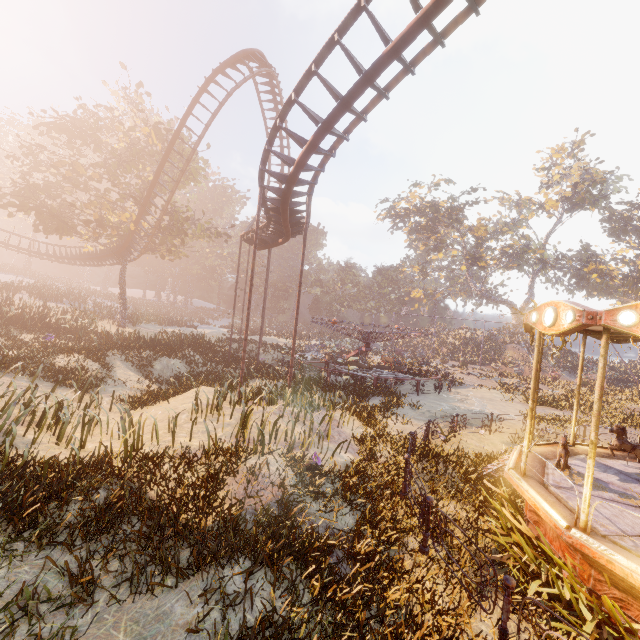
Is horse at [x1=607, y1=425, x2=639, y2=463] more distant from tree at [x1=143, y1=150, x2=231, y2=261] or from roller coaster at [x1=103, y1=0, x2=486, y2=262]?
tree at [x1=143, y1=150, x2=231, y2=261]

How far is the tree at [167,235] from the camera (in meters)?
27.30

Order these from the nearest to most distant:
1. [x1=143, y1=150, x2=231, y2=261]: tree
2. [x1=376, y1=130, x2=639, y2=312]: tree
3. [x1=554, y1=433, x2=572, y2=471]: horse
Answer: [x1=554, y1=433, x2=572, y2=471]: horse → [x1=143, y1=150, x2=231, y2=261]: tree → [x1=376, y1=130, x2=639, y2=312]: tree

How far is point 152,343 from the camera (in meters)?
22.88

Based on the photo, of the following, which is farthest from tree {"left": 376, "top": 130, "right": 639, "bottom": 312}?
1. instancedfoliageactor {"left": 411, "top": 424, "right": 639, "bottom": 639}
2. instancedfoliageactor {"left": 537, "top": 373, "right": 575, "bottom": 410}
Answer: instancedfoliageactor {"left": 411, "top": 424, "right": 639, "bottom": 639}

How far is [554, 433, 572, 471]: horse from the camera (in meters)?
7.22

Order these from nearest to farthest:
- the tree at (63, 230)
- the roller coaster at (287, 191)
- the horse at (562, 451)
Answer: the horse at (562, 451), the roller coaster at (287, 191), the tree at (63, 230)

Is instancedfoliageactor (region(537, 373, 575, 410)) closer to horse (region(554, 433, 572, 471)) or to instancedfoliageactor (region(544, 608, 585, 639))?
horse (region(554, 433, 572, 471))
